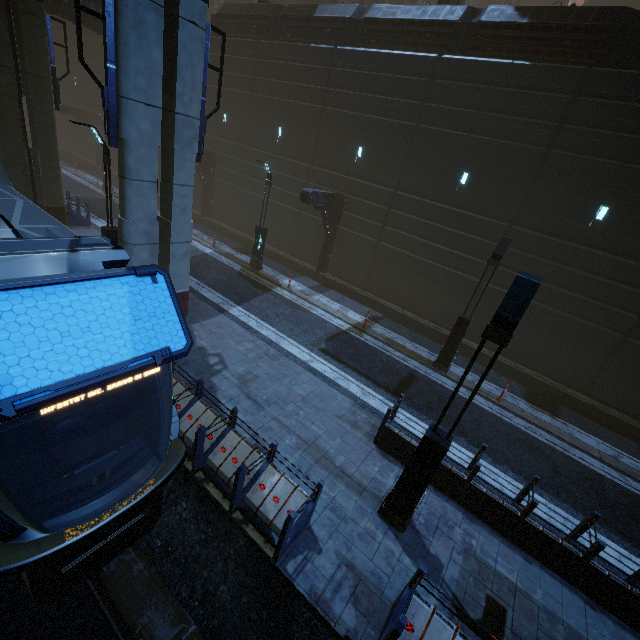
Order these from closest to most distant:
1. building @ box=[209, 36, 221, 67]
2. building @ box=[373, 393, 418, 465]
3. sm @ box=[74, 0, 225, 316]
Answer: sm @ box=[74, 0, 225, 316]
building @ box=[373, 393, 418, 465]
building @ box=[209, 36, 221, 67]

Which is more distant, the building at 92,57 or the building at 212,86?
the building at 212,86

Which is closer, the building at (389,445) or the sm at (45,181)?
the building at (389,445)

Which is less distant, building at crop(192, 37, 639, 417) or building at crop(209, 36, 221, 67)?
building at crop(192, 37, 639, 417)

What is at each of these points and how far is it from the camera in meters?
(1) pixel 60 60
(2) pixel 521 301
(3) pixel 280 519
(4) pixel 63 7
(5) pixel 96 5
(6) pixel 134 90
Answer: (1) building, 34.7
(2) street light, 4.9
(3) building, 6.0
(4) building, 18.4
(5) building, 19.6
(6) sm, 7.6

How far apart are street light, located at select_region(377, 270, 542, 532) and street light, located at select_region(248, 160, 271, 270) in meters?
13.3 m

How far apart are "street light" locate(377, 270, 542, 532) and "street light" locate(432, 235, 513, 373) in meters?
6.7

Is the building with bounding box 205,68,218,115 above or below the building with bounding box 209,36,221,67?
below
